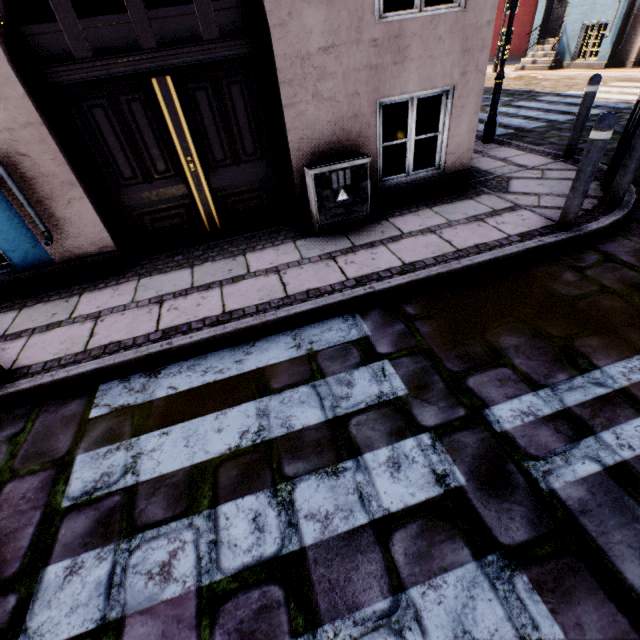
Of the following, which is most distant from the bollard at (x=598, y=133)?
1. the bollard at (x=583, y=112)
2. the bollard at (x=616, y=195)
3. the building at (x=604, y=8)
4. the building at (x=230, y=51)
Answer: the building at (x=604, y=8)

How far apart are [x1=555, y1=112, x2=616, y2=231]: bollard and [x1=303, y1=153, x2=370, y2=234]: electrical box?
2.2m

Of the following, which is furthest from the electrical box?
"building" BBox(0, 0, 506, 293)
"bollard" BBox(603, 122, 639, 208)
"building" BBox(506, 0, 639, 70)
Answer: "building" BBox(506, 0, 639, 70)

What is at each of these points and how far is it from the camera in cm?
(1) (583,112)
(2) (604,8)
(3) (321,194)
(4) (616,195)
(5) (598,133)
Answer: (1) bollard, 490
(2) building, 1159
(3) electrical box, 399
(4) bollard, 380
(5) bollard, 300

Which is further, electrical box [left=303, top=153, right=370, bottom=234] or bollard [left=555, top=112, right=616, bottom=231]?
electrical box [left=303, top=153, right=370, bottom=234]

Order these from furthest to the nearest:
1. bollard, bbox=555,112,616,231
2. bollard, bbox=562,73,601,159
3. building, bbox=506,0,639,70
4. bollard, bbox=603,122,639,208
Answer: building, bbox=506,0,639,70 < bollard, bbox=562,73,601,159 < bollard, bbox=603,122,639,208 < bollard, bbox=555,112,616,231

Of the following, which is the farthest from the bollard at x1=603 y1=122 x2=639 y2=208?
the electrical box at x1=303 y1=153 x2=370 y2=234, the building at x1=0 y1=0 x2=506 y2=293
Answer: the electrical box at x1=303 y1=153 x2=370 y2=234

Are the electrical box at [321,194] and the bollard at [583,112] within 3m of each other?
no
